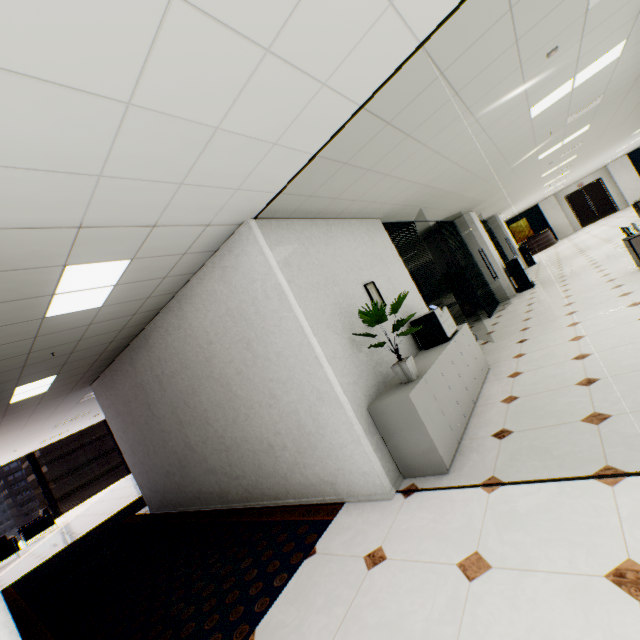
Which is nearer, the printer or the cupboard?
the cupboard

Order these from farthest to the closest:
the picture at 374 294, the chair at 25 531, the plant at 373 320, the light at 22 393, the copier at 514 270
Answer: the chair at 25 531, the copier at 514 270, the light at 22 393, the picture at 374 294, the plant at 373 320

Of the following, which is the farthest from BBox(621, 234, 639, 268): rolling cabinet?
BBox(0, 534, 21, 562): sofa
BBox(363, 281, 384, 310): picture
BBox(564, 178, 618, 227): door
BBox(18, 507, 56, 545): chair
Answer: BBox(564, 178, 618, 227): door

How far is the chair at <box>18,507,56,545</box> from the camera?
10.38m

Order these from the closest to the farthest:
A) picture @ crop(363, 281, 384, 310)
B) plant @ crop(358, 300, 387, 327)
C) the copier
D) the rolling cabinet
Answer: plant @ crop(358, 300, 387, 327) < picture @ crop(363, 281, 384, 310) < the rolling cabinet < the copier

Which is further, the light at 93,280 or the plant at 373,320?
the plant at 373,320

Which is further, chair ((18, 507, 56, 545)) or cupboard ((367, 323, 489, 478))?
chair ((18, 507, 56, 545))

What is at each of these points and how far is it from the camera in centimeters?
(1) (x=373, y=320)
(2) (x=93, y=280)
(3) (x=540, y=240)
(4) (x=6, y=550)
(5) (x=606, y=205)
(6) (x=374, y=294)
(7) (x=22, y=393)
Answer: (1) plant, 328cm
(2) light, 281cm
(3) reception desk, 2081cm
(4) sofa, 915cm
(5) door, 2130cm
(6) picture, 434cm
(7) light, 497cm
